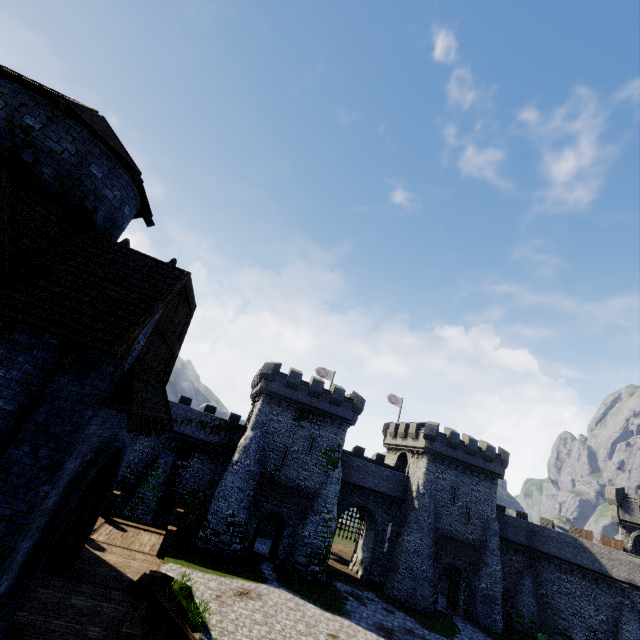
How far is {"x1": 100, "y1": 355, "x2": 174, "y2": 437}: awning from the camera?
7.18m

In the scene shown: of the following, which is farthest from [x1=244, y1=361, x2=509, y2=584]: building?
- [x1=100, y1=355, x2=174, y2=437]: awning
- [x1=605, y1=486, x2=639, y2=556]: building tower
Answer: [x1=100, y1=355, x2=174, y2=437]: awning

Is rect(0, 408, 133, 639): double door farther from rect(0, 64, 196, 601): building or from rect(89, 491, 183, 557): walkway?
rect(89, 491, 183, 557): walkway

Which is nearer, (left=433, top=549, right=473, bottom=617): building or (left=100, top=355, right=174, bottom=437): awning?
(left=100, top=355, right=174, bottom=437): awning

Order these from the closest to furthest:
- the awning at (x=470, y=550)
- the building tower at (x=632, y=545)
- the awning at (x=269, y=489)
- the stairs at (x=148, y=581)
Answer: the stairs at (x=148, y=581)
the awning at (x=269, y=489)
the awning at (x=470, y=550)
the building tower at (x=632, y=545)

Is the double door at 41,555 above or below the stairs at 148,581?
above

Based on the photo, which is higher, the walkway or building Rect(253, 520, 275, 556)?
the walkway

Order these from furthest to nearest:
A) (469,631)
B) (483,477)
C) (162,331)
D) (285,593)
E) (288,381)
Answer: (483,477) → (288,381) → (469,631) → (285,593) → (162,331)
